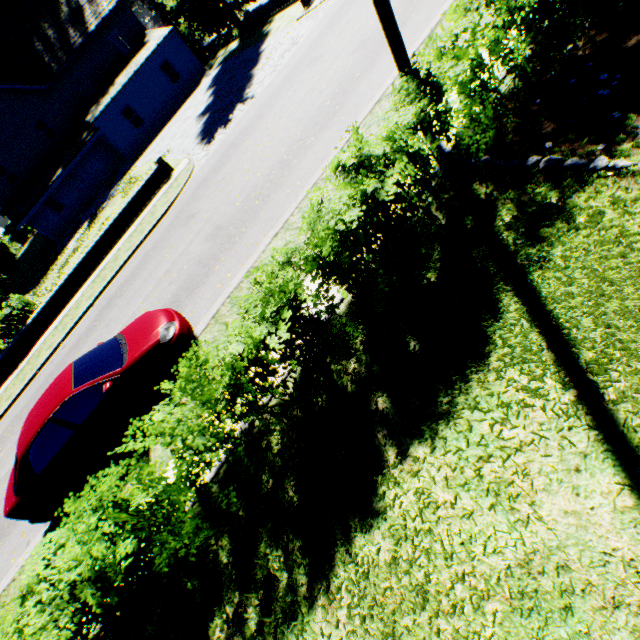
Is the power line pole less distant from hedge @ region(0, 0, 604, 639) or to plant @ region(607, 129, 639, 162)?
hedge @ region(0, 0, 604, 639)

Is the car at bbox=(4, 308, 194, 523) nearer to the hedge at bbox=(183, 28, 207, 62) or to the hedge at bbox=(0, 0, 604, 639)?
the hedge at bbox=(0, 0, 604, 639)

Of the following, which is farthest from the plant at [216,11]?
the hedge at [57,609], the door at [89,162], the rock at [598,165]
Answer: the rock at [598,165]

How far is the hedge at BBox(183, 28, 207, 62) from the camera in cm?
3073

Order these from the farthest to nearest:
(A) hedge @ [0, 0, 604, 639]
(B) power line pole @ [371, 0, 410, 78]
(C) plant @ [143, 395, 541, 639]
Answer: (B) power line pole @ [371, 0, 410, 78] → (A) hedge @ [0, 0, 604, 639] → (C) plant @ [143, 395, 541, 639]

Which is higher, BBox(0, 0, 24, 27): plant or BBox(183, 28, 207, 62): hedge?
BBox(0, 0, 24, 27): plant

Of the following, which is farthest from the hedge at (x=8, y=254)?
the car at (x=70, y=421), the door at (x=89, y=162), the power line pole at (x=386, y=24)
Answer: the door at (x=89, y=162)

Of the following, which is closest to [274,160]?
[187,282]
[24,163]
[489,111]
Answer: [187,282]
